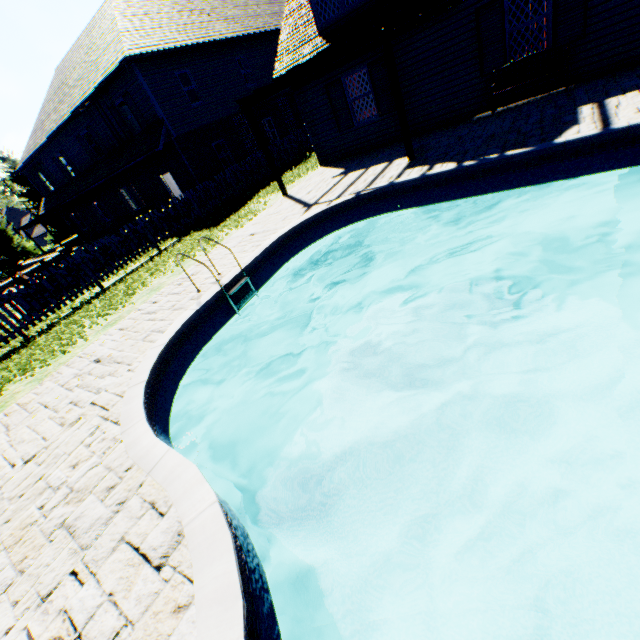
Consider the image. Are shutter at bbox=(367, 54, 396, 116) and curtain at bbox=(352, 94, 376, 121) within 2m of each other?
yes

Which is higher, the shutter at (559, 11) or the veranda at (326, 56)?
the veranda at (326, 56)

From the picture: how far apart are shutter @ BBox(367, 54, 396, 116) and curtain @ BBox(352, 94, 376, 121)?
0.25m

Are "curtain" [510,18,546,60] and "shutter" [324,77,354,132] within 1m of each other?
no

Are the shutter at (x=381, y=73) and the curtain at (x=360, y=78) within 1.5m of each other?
yes

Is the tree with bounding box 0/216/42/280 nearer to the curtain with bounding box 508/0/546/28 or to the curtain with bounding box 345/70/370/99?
the curtain with bounding box 345/70/370/99

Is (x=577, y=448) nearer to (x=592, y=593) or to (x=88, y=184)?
(x=592, y=593)
